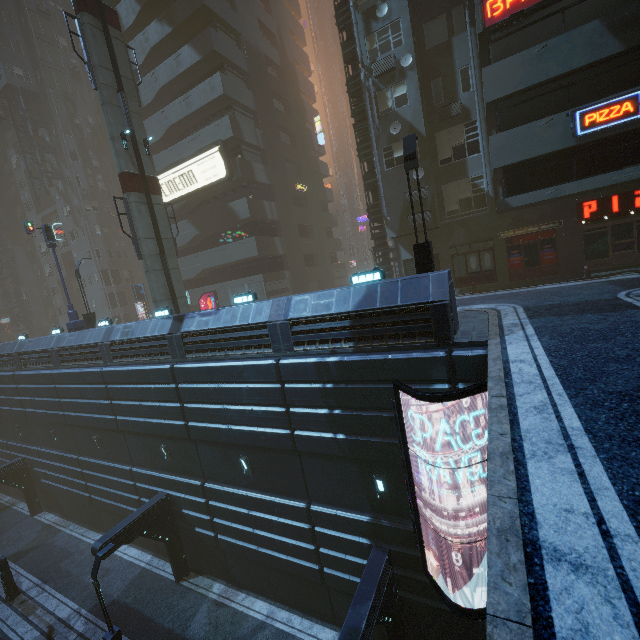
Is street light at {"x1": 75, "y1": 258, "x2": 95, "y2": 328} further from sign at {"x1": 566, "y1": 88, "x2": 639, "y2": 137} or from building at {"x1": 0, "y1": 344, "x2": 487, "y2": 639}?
sign at {"x1": 566, "y1": 88, "x2": 639, "y2": 137}

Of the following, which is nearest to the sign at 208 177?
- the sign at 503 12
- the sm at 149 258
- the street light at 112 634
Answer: the sm at 149 258

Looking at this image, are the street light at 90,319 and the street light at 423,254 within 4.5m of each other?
no

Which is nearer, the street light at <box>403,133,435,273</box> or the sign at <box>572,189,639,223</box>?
the street light at <box>403,133,435,273</box>

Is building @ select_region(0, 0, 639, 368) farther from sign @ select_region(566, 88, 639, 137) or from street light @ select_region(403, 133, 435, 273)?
street light @ select_region(403, 133, 435, 273)

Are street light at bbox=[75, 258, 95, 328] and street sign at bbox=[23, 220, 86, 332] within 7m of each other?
yes

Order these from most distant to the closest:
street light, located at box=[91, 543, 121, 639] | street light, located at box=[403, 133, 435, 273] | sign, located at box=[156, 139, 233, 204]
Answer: sign, located at box=[156, 139, 233, 204] < street light, located at box=[91, 543, 121, 639] < street light, located at box=[403, 133, 435, 273]

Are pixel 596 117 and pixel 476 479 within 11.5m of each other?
no
